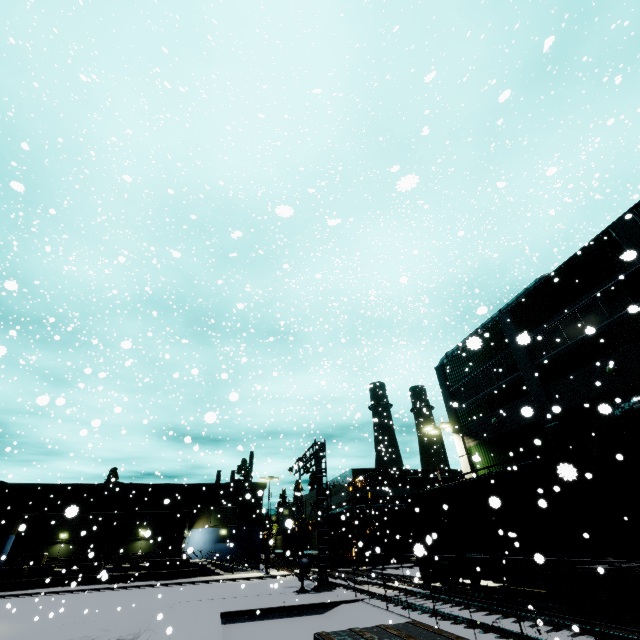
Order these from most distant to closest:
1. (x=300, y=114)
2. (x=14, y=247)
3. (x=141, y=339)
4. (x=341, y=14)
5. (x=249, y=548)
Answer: (x=249, y=548)
(x=300, y=114)
(x=141, y=339)
(x=14, y=247)
(x=341, y=14)

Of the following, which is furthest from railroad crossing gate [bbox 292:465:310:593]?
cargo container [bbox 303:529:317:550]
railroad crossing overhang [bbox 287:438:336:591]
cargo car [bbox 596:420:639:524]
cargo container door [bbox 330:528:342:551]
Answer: cargo container door [bbox 330:528:342:551]

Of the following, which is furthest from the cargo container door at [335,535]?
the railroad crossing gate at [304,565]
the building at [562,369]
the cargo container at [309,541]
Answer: the railroad crossing gate at [304,565]

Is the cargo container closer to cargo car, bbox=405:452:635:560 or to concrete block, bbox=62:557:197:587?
cargo car, bbox=405:452:635:560

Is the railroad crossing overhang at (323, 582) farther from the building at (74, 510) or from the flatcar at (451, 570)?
the flatcar at (451, 570)

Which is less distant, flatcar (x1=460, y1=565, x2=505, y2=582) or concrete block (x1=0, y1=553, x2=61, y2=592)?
flatcar (x1=460, y1=565, x2=505, y2=582)

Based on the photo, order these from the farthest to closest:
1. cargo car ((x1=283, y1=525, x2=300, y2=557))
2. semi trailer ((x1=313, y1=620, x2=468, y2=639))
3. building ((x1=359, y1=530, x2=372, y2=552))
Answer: cargo car ((x1=283, y1=525, x2=300, y2=557))
building ((x1=359, y1=530, x2=372, y2=552))
semi trailer ((x1=313, y1=620, x2=468, y2=639))

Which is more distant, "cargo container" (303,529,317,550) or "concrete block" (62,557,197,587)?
"cargo container" (303,529,317,550)
